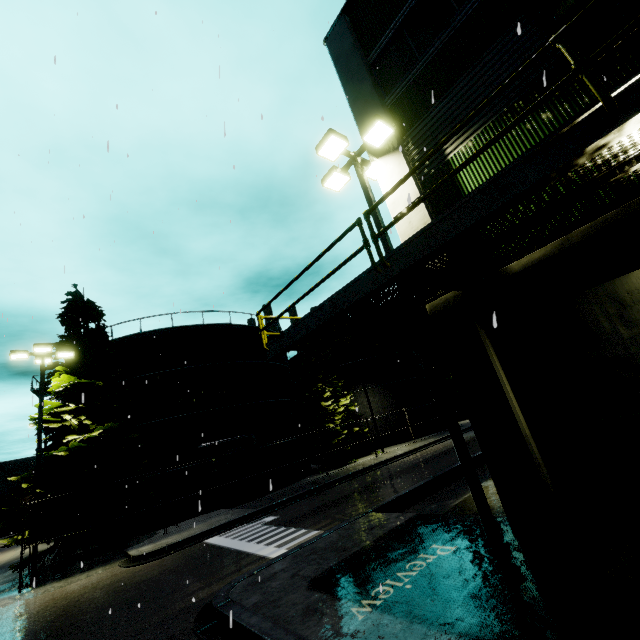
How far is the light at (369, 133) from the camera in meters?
8.4 m

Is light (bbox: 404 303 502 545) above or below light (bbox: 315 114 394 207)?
below

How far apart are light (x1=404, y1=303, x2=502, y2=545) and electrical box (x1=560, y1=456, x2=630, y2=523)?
1.4 meters

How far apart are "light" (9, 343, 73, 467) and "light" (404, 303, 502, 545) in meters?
17.1 m

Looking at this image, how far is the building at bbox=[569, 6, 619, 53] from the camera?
5.37m

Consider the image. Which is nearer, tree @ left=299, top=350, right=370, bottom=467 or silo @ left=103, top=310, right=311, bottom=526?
silo @ left=103, top=310, right=311, bottom=526

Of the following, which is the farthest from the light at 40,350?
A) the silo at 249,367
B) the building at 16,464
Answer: the building at 16,464

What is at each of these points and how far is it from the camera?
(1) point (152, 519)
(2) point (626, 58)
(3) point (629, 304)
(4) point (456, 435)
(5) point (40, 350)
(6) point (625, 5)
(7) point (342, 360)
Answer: (1) silo, 18.45m
(2) building, 5.21m
(3) building, 5.11m
(4) light, 6.62m
(5) light, 15.66m
(6) building, 5.23m
(7) silo, 35.31m
